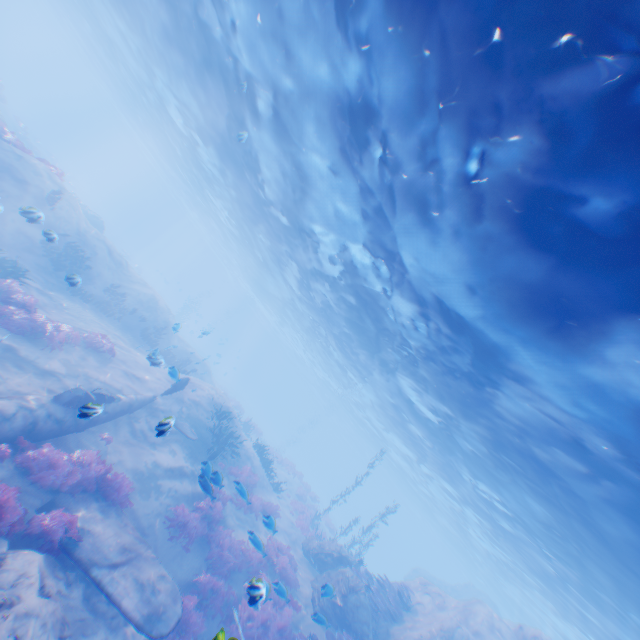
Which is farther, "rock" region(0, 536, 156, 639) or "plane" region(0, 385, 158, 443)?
"plane" region(0, 385, 158, 443)

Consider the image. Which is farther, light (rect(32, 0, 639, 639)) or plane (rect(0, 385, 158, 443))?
plane (rect(0, 385, 158, 443))

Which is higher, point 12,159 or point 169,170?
point 169,170

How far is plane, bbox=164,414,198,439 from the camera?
6.47m

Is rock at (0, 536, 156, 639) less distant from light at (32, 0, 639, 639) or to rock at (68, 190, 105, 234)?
light at (32, 0, 639, 639)

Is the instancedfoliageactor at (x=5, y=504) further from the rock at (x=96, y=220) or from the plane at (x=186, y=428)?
the rock at (x=96, y=220)

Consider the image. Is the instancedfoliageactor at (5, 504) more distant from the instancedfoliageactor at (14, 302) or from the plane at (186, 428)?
the instancedfoliageactor at (14, 302)
